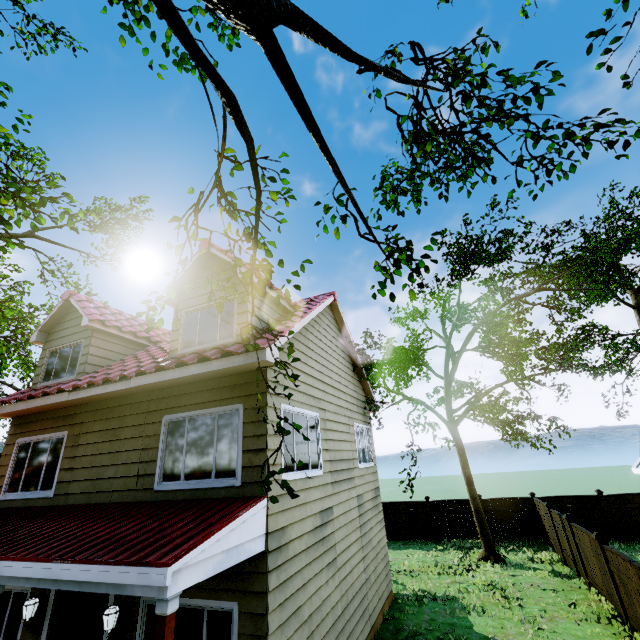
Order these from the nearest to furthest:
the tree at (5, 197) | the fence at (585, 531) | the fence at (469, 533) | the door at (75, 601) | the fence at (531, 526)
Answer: the tree at (5, 197) → the door at (75, 601) → the fence at (585, 531) → the fence at (531, 526) → the fence at (469, 533)

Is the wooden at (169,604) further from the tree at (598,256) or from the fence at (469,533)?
the fence at (469,533)

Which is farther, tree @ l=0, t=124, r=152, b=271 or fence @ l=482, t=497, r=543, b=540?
fence @ l=482, t=497, r=543, b=540

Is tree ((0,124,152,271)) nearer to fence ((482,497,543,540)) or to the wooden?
fence ((482,497,543,540))

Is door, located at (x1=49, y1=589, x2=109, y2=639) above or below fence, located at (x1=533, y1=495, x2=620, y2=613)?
above

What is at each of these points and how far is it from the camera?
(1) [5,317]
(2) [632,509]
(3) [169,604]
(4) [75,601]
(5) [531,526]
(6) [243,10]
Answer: (1) tree, 8.7m
(2) fence, 14.8m
(3) wooden, 3.5m
(4) door, 6.1m
(5) fence, 15.9m
(6) tree, 2.9m

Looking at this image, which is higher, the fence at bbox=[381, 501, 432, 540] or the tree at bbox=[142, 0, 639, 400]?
the tree at bbox=[142, 0, 639, 400]

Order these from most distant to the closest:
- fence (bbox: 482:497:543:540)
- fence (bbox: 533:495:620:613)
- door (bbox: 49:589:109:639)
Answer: fence (bbox: 482:497:543:540), fence (bbox: 533:495:620:613), door (bbox: 49:589:109:639)
